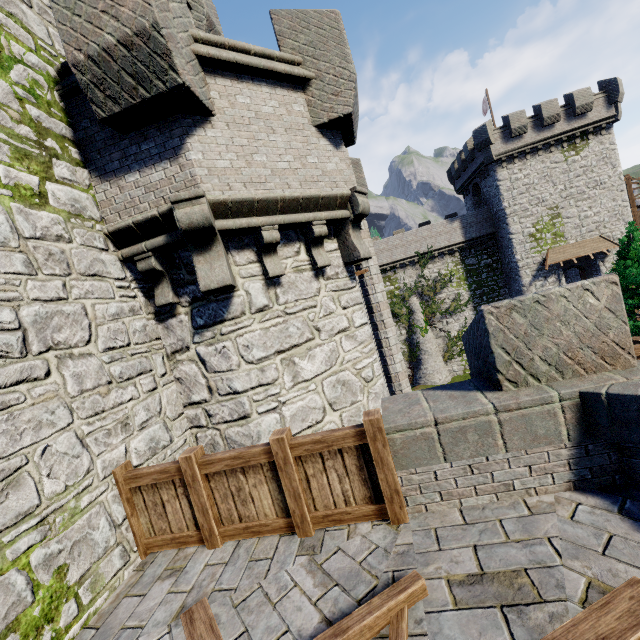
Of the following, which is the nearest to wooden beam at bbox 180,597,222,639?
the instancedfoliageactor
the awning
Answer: the instancedfoliageactor

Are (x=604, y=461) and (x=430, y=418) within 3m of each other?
yes

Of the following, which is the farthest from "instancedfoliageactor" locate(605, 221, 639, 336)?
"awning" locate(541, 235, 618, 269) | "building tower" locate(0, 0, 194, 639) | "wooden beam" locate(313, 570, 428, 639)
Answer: "wooden beam" locate(313, 570, 428, 639)

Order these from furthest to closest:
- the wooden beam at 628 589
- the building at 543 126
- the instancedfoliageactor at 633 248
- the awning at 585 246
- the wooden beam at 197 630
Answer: the awning at 585 246
the building at 543 126
the instancedfoliageactor at 633 248
the wooden beam at 197 630
the wooden beam at 628 589

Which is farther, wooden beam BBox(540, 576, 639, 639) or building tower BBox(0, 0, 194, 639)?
building tower BBox(0, 0, 194, 639)

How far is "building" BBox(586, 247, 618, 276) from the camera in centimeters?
2823cm

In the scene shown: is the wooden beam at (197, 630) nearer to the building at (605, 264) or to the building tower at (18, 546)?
the building tower at (18, 546)
